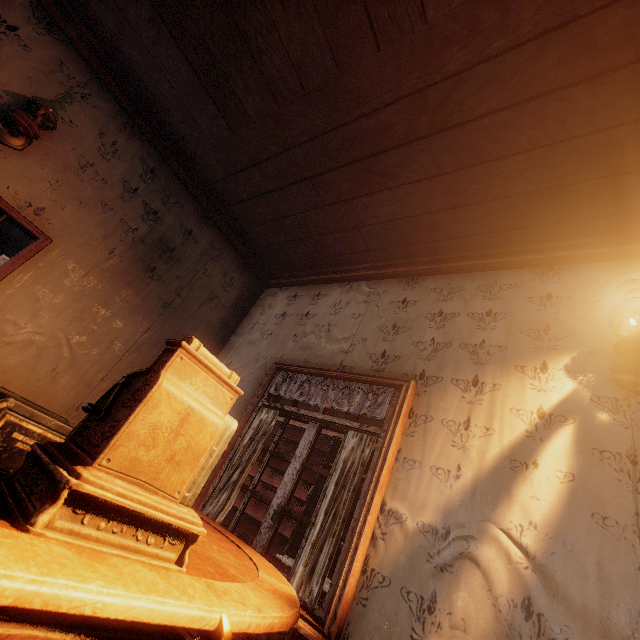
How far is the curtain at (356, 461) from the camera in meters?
1.9

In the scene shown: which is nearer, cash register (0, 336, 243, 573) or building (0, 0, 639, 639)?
cash register (0, 336, 243, 573)

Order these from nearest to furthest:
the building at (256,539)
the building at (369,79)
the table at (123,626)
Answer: the table at (123,626)
the building at (369,79)
the building at (256,539)

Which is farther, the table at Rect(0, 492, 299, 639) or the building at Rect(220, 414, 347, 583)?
the building at Rect(220, 414, 347, 583)

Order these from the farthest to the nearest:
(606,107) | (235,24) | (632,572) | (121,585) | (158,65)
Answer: (158,65) → (235,24) → (606,107) → (632,572) → (121,585)

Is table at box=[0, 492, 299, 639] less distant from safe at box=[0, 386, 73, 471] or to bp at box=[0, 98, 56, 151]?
safe at box=[0, 386, 73, 471]

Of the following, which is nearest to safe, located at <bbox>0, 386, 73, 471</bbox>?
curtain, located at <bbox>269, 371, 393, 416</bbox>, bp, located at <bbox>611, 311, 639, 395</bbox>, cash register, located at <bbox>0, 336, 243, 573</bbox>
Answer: curtain, located at <bbox>269, 371, 393, 416</bbox>

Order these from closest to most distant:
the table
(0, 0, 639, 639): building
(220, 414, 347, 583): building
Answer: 1. the table
2. (0, 0, 639, 639): building
3. (220, 414, 347, 583): building
